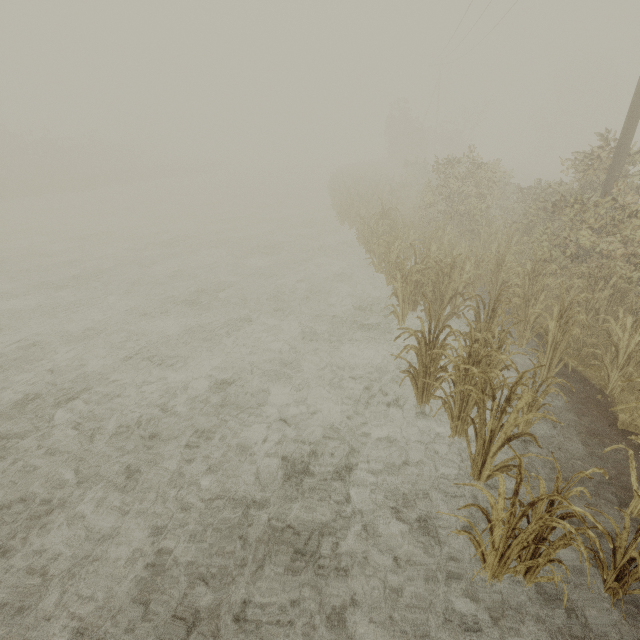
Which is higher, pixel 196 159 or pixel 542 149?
pixel 542 149
